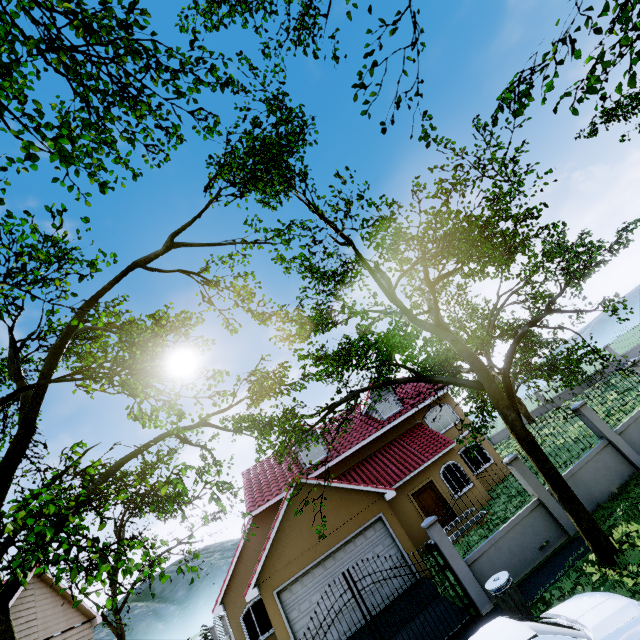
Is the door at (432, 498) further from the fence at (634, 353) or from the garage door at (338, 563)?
the fence at (634, 353)

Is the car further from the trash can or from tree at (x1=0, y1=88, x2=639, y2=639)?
tree at (x1=0, y1=88, x2=639, y2=639)

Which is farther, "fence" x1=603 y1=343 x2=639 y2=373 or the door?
the door

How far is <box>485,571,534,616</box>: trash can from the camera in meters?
7.3

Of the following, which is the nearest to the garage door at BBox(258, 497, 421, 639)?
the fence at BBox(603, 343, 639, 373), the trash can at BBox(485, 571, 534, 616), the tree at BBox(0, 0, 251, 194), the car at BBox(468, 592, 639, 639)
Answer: the tree at BBox(0, 0, 251, 194)

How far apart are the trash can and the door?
9.99m

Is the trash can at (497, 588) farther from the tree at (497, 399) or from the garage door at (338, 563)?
the garage door at (338, 563)

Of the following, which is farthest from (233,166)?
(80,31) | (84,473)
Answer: (84,473)
